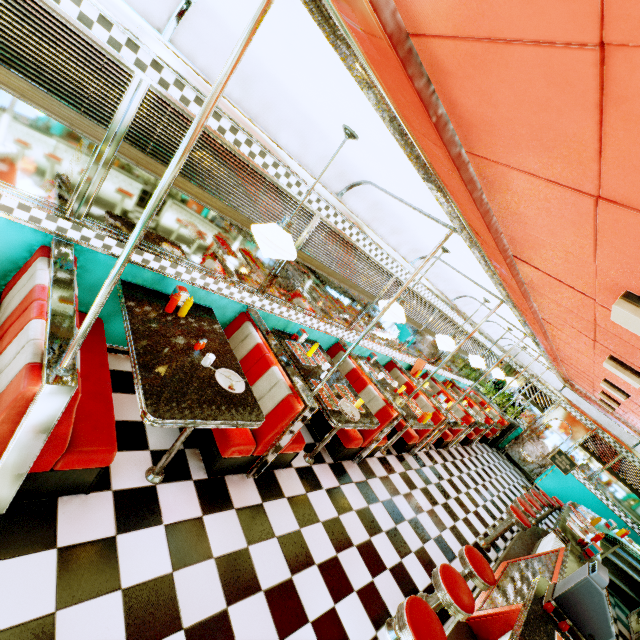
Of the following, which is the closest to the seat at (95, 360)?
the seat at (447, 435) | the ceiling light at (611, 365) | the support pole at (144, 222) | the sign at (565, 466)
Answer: the support pole at (144, 222)

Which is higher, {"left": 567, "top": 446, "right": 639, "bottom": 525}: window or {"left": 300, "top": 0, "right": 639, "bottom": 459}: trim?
{"left": 300, "top": 0, "right": 639, "bottom": 459}: trim

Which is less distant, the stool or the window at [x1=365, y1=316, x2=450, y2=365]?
the stool

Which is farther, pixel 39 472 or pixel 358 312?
pixel 358 312

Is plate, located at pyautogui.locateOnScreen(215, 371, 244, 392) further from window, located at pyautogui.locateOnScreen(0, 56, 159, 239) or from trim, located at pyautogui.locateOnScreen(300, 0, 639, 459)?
trim, located at pyautogui.locateOnScreen(300, 0, 639, 459)

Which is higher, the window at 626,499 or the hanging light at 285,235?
the hanging light at 285,235

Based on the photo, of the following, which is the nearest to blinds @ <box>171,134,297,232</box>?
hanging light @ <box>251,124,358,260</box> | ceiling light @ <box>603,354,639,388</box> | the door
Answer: hanging light @ <box>251,124,358,260</box>

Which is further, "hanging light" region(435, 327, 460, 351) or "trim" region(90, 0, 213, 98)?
"hanging light" region(435, 327, 460, 351)
